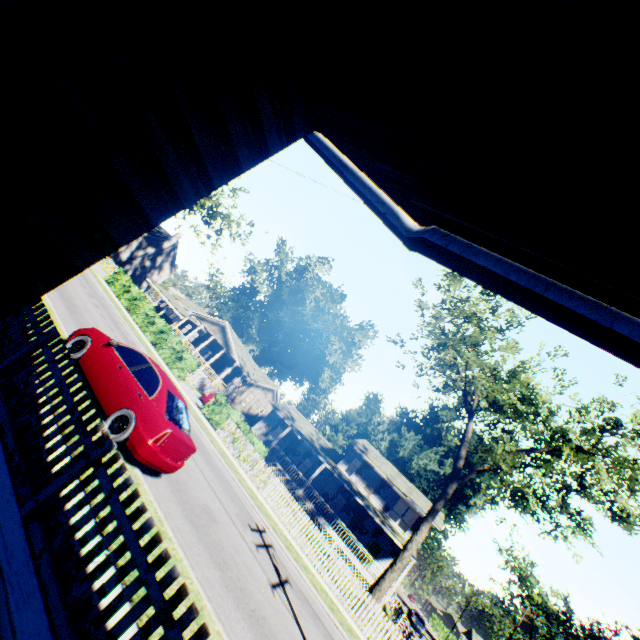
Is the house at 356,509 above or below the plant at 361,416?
below

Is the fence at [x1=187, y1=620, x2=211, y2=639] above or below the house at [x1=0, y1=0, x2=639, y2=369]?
below

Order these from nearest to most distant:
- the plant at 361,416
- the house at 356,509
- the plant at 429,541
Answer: the house at 356,509
the plant at 429,541
the plant at 361,416

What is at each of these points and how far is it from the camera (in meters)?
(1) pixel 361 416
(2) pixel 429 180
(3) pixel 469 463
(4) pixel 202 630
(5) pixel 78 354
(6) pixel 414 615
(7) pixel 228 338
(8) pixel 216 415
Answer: (1) plant, 54.06
(2) house, 1.95
(3) plant, 47.66
(4) fence, 2.93
(5) car, 8.41
(6) car, 36.16
(7) flat, 36.75
(8) hedge, 20.83

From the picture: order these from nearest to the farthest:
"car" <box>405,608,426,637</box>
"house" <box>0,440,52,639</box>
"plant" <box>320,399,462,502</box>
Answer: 1. "house" <box>0,440,52,639</box>
2. "car" <box>405,608,426,637</box>
3. "plant" <box>320,399,462,502</box>

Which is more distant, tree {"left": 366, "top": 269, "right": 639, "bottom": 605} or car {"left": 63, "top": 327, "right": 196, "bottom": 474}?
tree {"left": 366, "top": 269, "right": 639, "bottom": 605}

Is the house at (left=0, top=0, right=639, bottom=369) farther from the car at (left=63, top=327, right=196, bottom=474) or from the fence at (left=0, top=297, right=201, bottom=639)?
the car at (left=63, top=327, right=196, bottom=474)

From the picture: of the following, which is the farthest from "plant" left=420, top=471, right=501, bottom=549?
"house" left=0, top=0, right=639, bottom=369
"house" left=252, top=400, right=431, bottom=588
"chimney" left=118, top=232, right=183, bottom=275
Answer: "house" left=0, top=0, right=639, bottom=369
